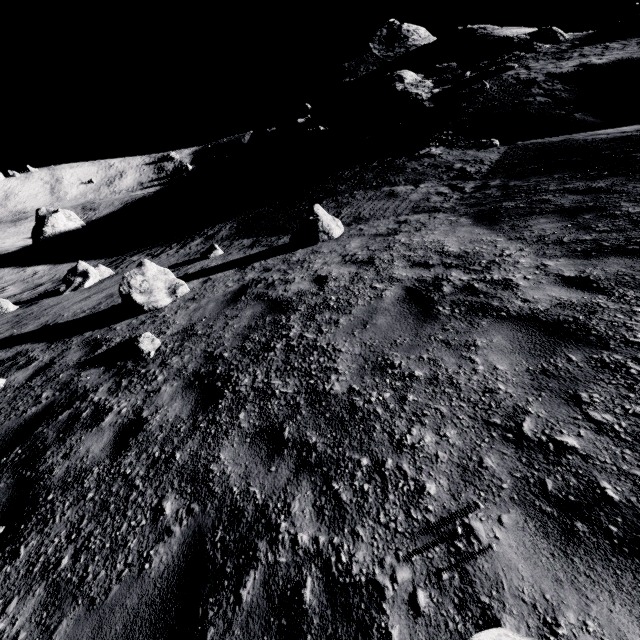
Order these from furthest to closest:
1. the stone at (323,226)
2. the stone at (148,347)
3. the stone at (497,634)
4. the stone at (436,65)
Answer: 1. the stone at (436,65)
2. the stone at (323,226)
3. the stone at (148,347)
4. the stone at (497,634)

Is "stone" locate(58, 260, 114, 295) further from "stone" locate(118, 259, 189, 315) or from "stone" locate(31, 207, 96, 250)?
"stone" locate(31, 207, 96, 250)

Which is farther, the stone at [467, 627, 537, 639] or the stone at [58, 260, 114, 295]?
the stone at [58, 260, 114, 295]

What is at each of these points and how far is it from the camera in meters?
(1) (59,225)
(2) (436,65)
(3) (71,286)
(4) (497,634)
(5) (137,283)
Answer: (1) stone, 29.7 m
(2) stone, 29.3 m
(3) stone, 14.2 m
(4) stone, 1.5 m
(5) stone, 8.3 m

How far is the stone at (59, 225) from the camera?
29.36m

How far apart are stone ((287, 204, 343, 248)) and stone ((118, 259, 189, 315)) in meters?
3.2

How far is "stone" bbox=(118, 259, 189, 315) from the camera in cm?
789

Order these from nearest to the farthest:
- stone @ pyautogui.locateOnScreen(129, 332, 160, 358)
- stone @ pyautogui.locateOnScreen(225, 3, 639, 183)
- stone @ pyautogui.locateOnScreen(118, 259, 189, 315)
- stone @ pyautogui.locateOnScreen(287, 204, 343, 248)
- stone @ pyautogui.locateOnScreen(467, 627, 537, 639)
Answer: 1. stone @ pyautogui.locateOnScreen(467, 627, 537, 639)
2. stone @ pyautogui.locateOnScreen(129, 332, 160, 358)
3. stone @ pyautogui.locateOnScreen(118, 259, 189, 315)
4. stone @ pyautogui.locateOnScreen(287, 204, 343, 248)
5. stone @ pyautogui.locateOnScreen(225, 3, 639, 183)
